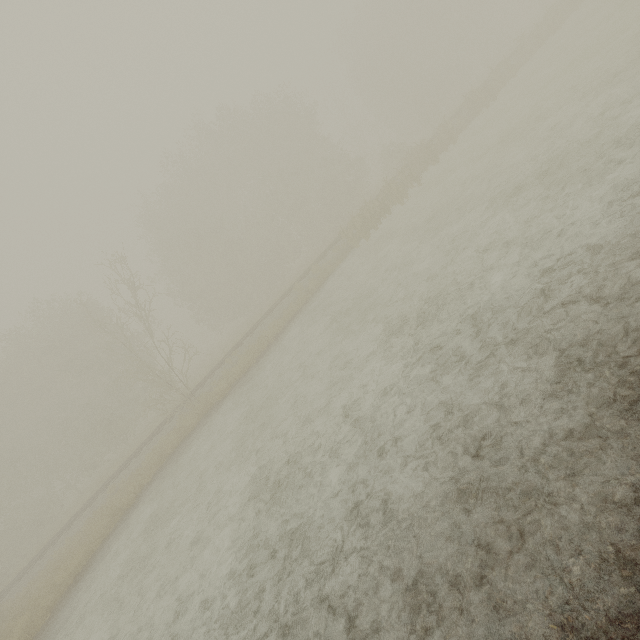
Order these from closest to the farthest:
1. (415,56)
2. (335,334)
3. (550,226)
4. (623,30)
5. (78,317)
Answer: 1. (550,226)
2. (335,334)
3. (623,30)
4. (78,317)
5. (415,56)
